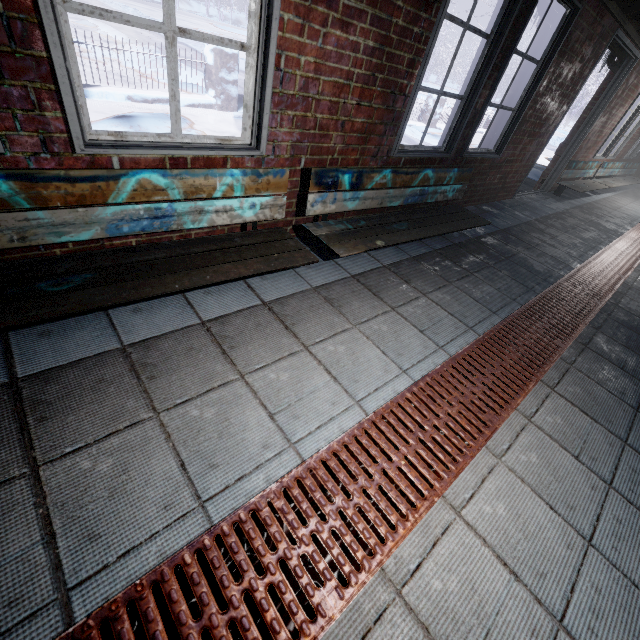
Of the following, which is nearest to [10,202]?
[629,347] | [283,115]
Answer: [283,115]

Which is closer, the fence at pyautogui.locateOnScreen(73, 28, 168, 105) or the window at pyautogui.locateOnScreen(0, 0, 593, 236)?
the window at pyautogui.locateOnScreen(0, 0, 593, 236)

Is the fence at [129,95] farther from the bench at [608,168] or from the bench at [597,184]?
the bench at [608,168]

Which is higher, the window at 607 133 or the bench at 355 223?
the window at 607 133

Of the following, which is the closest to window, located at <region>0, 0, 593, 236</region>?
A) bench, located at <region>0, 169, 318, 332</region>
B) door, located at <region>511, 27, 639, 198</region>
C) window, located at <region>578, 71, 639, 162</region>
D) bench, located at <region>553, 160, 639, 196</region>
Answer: bench, located at <region>0, 169, 318, 332</region>

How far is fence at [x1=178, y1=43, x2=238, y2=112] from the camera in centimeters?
515cm

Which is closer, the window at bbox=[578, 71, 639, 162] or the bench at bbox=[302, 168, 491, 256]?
the bench at bbox=[302, 168, 491, 256]

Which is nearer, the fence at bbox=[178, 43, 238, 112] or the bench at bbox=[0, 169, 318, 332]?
the bench at bbox=[0, 169, 318, 332]
